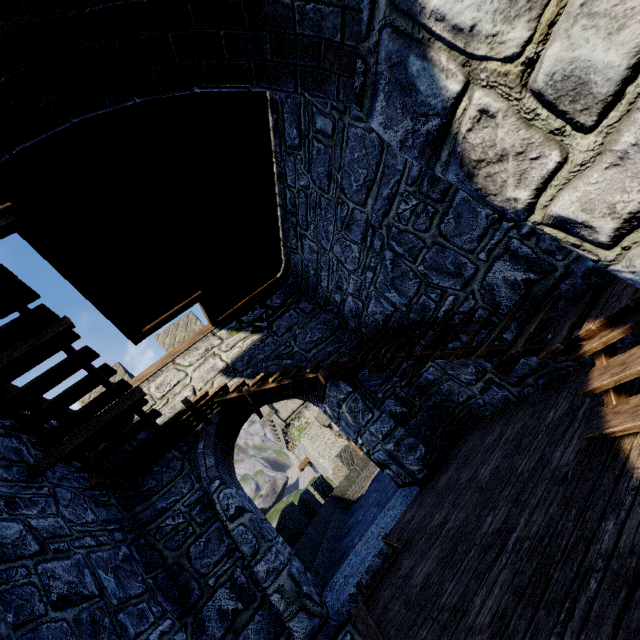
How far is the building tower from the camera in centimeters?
3972cm

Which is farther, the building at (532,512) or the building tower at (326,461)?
the building tower at (326,461)

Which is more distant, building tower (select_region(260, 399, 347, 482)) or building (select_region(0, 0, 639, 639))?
building tower (select_region(260, 399, 347, 482))

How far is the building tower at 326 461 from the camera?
39.7 meters

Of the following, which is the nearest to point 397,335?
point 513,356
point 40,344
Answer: point 513,356
